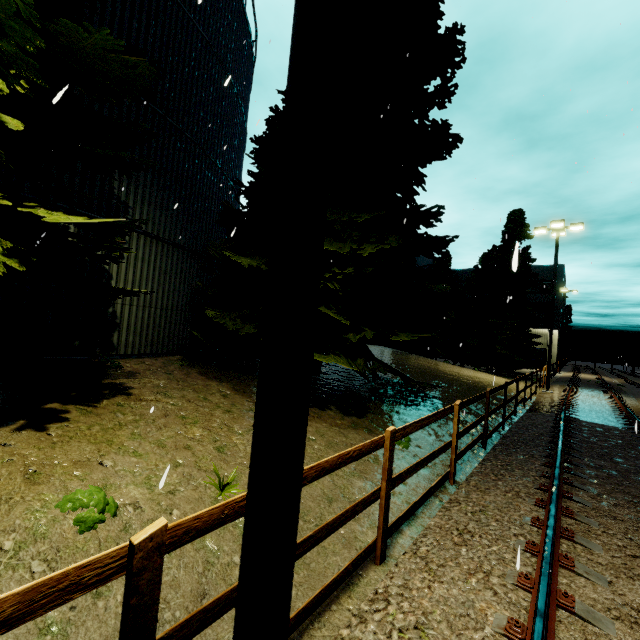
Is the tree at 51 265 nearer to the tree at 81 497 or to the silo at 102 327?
the silo at 102 327

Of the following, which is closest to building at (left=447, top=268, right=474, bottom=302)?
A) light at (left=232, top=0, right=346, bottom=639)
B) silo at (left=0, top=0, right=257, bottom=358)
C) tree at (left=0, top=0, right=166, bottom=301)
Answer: silo at (left=0, top=0, right=257, bottom=358)

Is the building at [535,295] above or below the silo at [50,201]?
above

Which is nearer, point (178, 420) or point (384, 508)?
point (384, 508)

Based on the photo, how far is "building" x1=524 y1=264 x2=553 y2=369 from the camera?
40.7m

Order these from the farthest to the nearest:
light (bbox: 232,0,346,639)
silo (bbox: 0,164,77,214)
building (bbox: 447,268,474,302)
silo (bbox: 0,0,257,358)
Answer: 1. building (bbox: 447,268,474,302)
2. silo (bbox: 0,0,257,358)
3. silo (bbox: 0,164,77,214)
4. light (bbox: 232,0,346,639)

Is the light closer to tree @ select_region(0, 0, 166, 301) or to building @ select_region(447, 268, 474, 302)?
tree @ select_region(0, 0, 166, 301)
